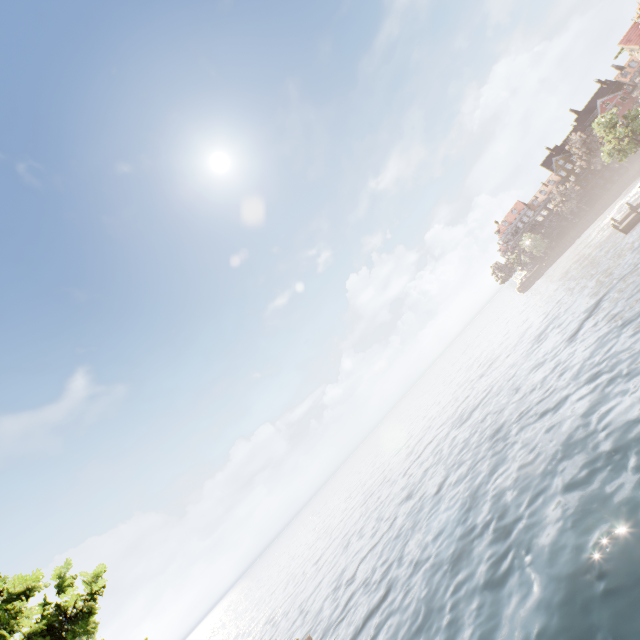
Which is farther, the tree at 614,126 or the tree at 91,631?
the tree at 614,126

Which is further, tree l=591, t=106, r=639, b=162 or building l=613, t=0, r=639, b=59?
building l=613, t=0, r=639, b=59

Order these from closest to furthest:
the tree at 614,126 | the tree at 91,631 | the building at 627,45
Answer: the tree at 91,631
the tree at 614,126
the building at 627,45

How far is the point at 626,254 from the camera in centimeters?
2845cm

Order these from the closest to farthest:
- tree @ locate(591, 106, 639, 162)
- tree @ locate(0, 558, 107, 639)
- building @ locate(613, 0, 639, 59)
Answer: tree @ locate(0, 558, 107, 639), tree @ locate(591, 106, 639, 162), building @ locate(613, 0, 639, 59)

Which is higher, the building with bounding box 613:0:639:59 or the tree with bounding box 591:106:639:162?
the building with bounding box 613:0:639:59

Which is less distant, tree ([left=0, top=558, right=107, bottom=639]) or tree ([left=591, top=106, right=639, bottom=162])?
tree ([left=0, top=558, right=107, bottom=639])
